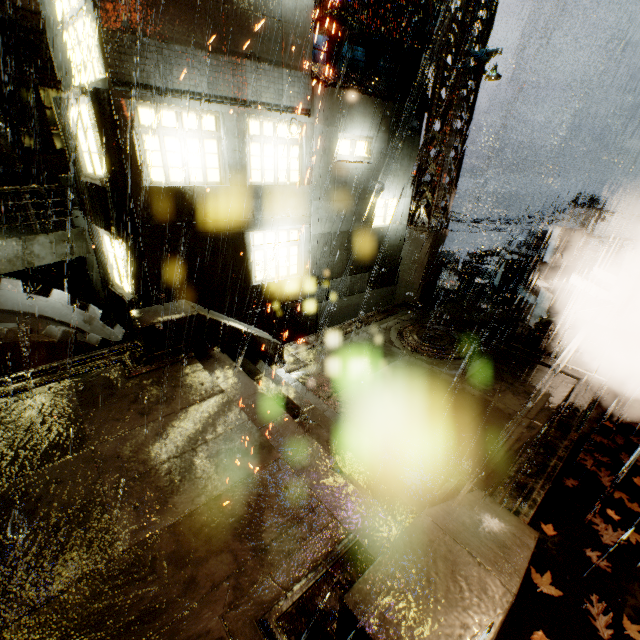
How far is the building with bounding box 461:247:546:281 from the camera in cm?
1874

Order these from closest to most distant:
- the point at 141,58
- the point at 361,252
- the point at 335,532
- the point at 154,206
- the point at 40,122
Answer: the point at 335,532 < the point at 141,58 < the point at 154,206 < the point at 361,252 < the point at 40,122

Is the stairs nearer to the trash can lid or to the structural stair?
the structural stair

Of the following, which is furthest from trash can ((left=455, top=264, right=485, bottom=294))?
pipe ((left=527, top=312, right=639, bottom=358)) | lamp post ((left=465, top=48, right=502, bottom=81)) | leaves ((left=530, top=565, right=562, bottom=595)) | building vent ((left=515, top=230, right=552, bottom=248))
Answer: building vent ((left=515, top=230, right=552, bottom=248))

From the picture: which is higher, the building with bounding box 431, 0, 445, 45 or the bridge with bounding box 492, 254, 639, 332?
the building with bounding box 431, 0, 445, 45

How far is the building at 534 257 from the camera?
18.7m

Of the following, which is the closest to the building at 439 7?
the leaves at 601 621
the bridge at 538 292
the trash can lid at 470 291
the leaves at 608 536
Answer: the bridge at 538 292

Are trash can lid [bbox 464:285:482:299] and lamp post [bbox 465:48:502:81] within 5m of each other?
no
